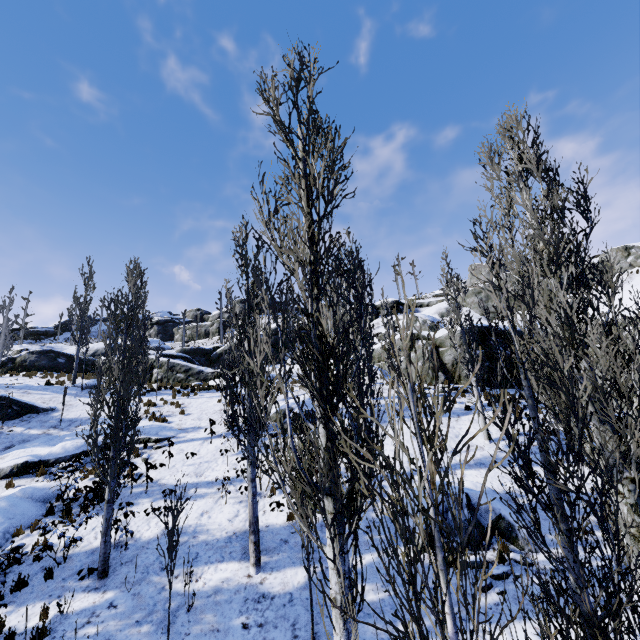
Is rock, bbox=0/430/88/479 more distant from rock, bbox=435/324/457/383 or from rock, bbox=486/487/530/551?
rock, bbox=486/487/530/551

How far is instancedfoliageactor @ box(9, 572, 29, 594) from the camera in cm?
821

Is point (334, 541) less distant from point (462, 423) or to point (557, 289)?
point (557, 289)

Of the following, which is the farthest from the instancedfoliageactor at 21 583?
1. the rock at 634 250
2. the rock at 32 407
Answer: the rock at 634 250

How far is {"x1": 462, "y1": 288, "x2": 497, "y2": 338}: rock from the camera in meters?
20.4

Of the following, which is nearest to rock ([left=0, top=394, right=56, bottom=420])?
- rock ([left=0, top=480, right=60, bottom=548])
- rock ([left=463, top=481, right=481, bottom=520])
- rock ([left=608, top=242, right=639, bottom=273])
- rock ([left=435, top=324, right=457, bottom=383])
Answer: rock ([left=0, top=480, right=60, bottom=548])

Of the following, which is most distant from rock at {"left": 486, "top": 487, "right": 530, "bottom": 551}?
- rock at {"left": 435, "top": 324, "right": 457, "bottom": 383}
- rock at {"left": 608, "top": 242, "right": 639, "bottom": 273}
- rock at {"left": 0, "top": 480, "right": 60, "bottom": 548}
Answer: rock at {"left": 608, "top": 242, "right": 639, "bottom": 273}

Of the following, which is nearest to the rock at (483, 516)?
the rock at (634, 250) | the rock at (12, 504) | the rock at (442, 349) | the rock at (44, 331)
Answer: the rock at (442, 349)
